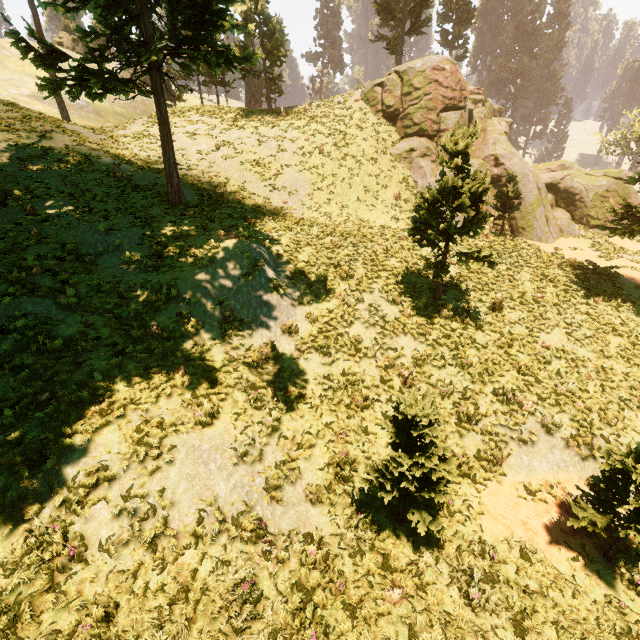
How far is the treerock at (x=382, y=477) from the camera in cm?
588

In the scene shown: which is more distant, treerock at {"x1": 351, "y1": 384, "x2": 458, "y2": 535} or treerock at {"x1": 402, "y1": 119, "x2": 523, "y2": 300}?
treerock at {"x1": 402, "y1": 119, "x2": 523, "y2": 300}

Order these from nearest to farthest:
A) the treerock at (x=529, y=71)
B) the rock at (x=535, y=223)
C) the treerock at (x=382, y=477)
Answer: the treerock at (x=382, y=477)
the rock at (x=535, y=223)
the treerock at (x=529, y=71)

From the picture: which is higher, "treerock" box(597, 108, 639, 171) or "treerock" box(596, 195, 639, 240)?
"treerock" box(597, 108, 639, 171)

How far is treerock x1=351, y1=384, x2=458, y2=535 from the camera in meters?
5.9

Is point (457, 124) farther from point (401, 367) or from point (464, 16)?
point (464, 16)

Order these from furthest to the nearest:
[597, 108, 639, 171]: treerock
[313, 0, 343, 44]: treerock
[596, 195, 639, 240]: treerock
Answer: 1. [313, 0, 343, 44]: treerock
2. [597, 108, 639, 171]: treerock
3. [596, 195, 639, 240]: treerock
